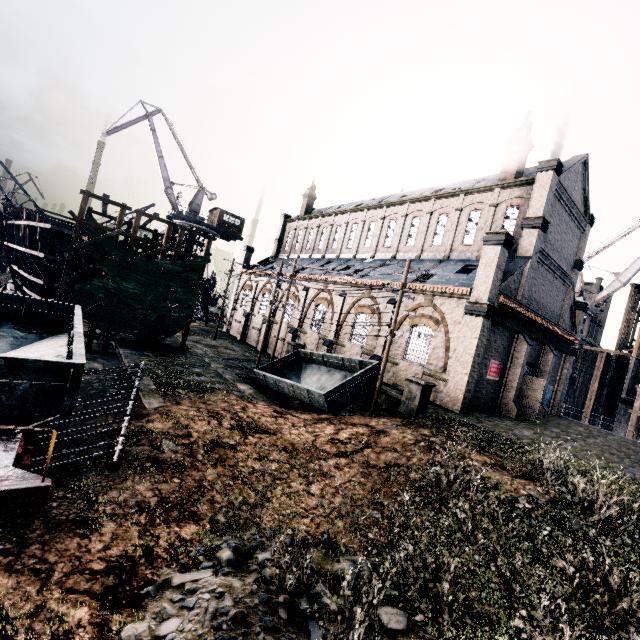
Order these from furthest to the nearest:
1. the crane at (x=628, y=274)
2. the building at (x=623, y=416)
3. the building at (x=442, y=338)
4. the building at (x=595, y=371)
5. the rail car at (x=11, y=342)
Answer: the building at (x=595, y=371), the crane at (x=628, y=274), the building at (x=623, y=416), the building at (x=442, y=338), the rail car at (x=11, y=342)

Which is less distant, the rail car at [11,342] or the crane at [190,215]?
the rail car at [11,342]

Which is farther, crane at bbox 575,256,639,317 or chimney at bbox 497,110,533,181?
crane at bbox 575,256,639,317

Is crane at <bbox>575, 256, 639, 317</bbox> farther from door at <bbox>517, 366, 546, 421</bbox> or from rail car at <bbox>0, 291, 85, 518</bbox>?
rail car at <bbox>0, 291, 85, 518</bbox>

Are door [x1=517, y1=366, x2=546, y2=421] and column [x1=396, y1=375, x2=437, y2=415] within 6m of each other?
no

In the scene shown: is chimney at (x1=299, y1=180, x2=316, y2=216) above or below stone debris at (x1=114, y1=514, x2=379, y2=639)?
above

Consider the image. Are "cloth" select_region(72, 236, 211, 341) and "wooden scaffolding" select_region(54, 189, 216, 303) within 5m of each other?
yes

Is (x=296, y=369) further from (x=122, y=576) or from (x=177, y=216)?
(x=177, y=216)
